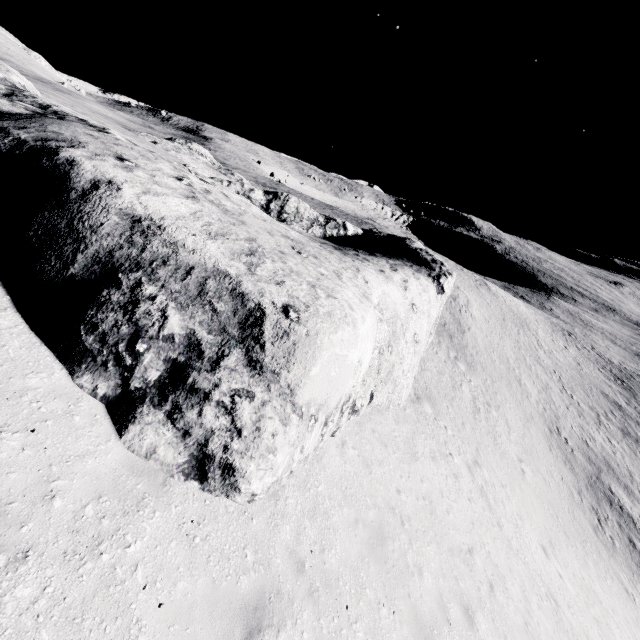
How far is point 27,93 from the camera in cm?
1114
